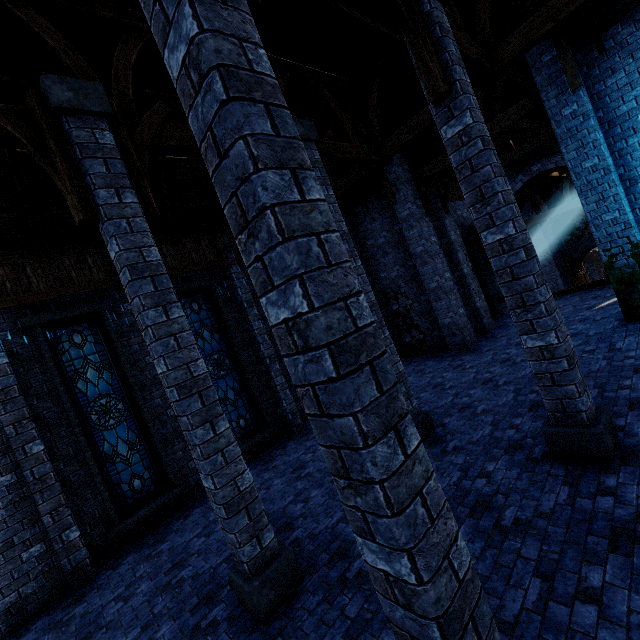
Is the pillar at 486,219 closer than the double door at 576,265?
Yes

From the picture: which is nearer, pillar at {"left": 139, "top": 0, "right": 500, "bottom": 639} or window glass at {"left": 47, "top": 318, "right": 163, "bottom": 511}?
pillar at {"left": 139, "top": 0, "right": 500, "bottom": 639}

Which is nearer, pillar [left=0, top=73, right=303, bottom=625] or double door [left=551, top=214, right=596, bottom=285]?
pillar [left=0, top=73, right=303, bottom=625]

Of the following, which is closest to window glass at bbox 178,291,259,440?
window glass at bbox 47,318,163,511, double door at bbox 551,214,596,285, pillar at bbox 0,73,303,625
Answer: window glass at bbox 47,318,163,511

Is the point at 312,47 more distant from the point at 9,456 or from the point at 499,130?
the point at 9,456

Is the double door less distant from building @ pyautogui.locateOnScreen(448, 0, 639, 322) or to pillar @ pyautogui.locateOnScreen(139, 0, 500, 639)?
building @ pyautogui.locateOnScreen(448, 0, 639, 322)

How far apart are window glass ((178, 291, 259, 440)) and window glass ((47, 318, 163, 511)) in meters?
1.9 m

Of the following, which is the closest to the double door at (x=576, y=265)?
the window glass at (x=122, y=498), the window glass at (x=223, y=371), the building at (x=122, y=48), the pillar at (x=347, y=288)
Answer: the building at (x=122, y=48)
